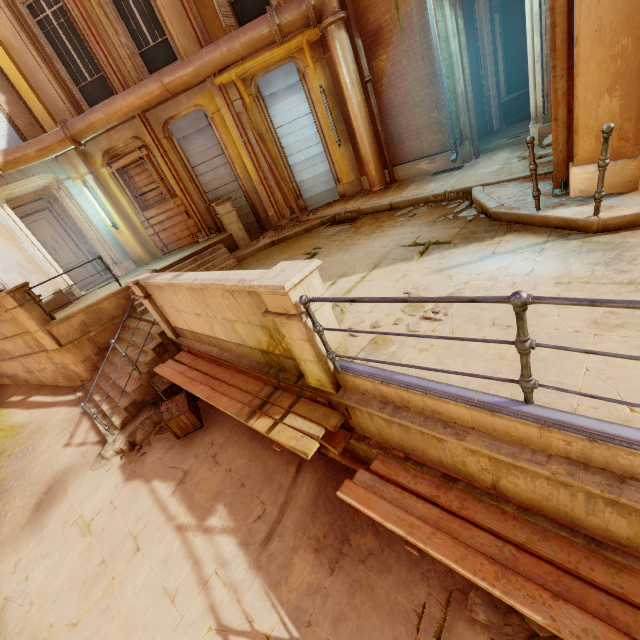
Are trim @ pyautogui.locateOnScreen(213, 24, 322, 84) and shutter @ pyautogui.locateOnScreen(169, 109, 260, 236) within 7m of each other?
yes

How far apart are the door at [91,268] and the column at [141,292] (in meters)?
7.97

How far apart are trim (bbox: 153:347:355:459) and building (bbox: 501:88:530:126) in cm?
1321

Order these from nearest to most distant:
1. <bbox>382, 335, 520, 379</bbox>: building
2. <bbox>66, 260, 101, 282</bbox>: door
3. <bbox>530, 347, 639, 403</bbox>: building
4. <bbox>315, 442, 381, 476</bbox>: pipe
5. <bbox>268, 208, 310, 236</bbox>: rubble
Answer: <bbox>530, 347, 639, 403</bbox>: building → <bbox>382, 335, 520, 379</bbox>: building → <bbox>315, 442, 381, 476</bbox>: pipe → <bbox>268, 208, 310, 236</bbox>: rubble → <bbox>66, 260, 101, 282</bbox>: door

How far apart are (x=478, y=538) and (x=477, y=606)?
1.3m

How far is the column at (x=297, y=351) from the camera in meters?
3.1

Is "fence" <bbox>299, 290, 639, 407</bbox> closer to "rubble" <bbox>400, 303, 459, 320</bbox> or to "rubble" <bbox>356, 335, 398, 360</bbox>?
"rubble" <bbox>356, 335, 398, 360</bbox>

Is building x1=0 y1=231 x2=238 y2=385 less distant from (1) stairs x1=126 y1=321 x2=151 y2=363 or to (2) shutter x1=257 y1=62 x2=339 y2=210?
(1) stairs x1=126 y1=321 x2=151 y2=363
